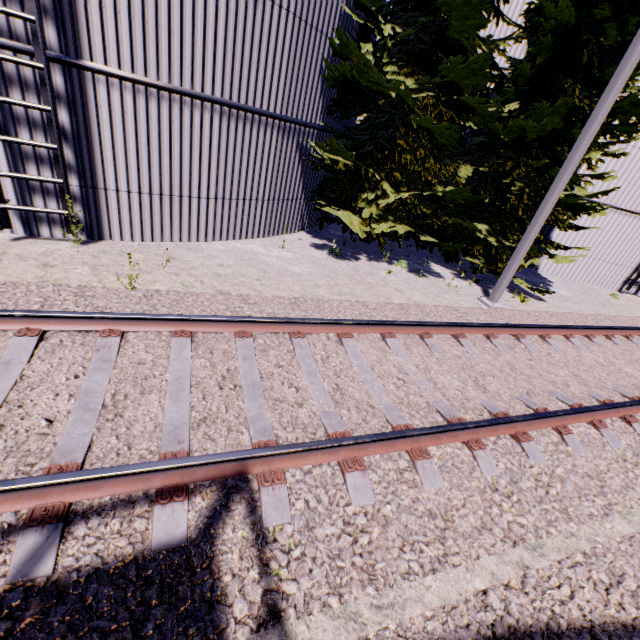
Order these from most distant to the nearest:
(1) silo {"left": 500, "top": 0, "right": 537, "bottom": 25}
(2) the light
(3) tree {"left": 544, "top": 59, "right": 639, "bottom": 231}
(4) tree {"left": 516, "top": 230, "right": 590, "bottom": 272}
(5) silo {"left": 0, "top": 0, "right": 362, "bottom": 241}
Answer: (1) silo {"left": 500, "top": 0, "right": 537, "bottom": 25}, (4) tree {"left": 516, "top": 230, "right": 590, "bottom": 272}, (3) tree {"left": 544, "top": 59, "right": 639, "bottom": 231}, (2) the light, (5) silo {"left": 0, "top": 0, "right": 362, "bottom": 241}

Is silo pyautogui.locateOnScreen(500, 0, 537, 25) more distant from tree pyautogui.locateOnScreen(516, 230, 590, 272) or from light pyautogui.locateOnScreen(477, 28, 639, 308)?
light pyautogui.locateOnScreen(477, 28, 639, 308)

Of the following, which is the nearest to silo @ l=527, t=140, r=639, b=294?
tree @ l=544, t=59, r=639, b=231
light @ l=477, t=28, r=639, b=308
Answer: tree @ l=544, t=59, r=639, b=231

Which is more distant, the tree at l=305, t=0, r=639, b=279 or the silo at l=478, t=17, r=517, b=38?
the silo at l=478, t=17, r=517, b=38

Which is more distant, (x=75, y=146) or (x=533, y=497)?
(x=75, y=146)

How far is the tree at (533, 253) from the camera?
9.2m

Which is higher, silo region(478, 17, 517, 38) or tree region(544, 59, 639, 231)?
silo region(478, 17, 517, 38)

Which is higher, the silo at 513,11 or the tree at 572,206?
the silo at 513,11
